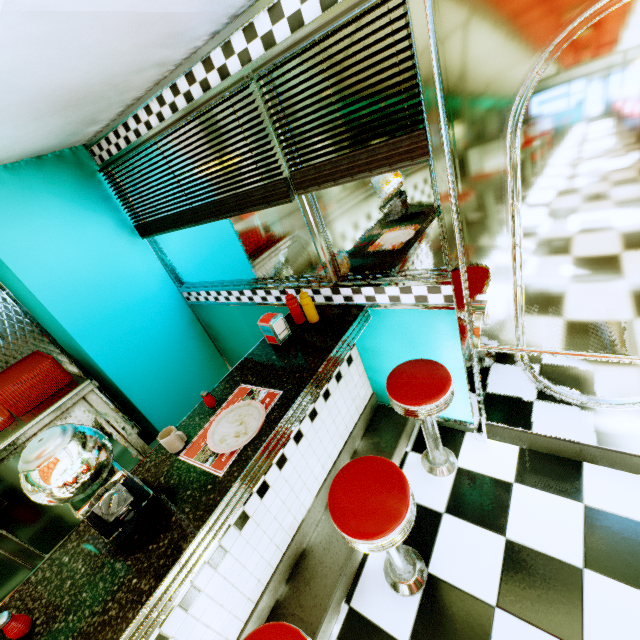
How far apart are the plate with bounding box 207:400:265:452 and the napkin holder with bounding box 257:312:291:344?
0.5m

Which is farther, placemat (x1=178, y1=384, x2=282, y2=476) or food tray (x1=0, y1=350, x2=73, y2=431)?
food tray (x1=0, y1=350, x2=73, y2=431)

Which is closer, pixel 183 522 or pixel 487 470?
pixel 183 522

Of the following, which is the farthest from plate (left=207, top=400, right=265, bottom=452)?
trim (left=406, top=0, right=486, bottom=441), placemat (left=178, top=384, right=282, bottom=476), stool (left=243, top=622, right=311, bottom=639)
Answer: trim (left=406, top=0, right=486, bottom=441)

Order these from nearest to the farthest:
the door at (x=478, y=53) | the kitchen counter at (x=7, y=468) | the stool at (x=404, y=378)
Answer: the door at (x=478, y=53)
the stool at (x=404, y=378)
the kitchen counter at (x=7, y=468)

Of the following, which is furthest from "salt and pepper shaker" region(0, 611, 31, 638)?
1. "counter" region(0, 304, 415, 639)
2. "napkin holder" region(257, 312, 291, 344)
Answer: "napkin holder" region(257, 312, 291, 344)

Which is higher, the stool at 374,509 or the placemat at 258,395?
the placemat at 258,395

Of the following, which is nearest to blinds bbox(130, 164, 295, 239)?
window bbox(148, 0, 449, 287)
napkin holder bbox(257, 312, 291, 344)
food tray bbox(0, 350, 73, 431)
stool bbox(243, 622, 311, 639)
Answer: window bbox(148, 0, 449, 287)
